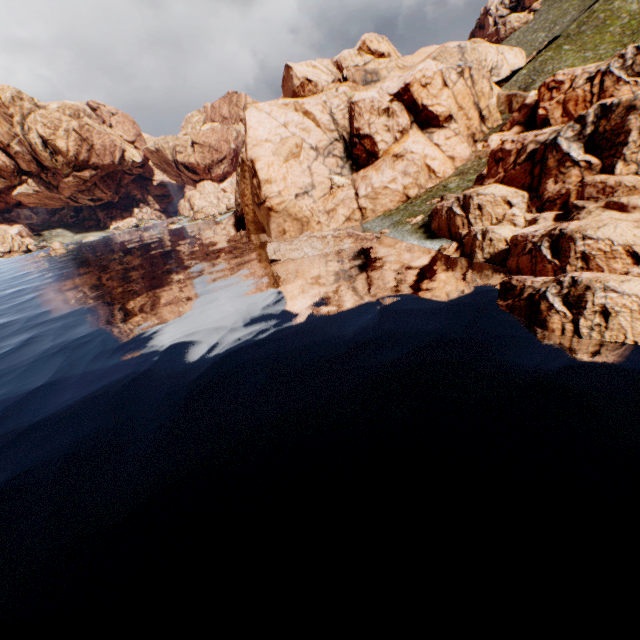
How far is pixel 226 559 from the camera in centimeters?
814cm
